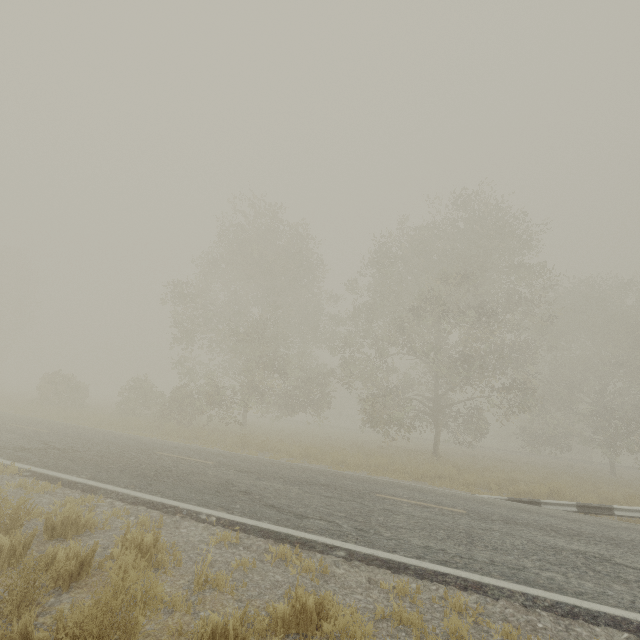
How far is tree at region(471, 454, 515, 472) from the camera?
18.9m

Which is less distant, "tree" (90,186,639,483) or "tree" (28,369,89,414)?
"tree" (90,186,639,483)

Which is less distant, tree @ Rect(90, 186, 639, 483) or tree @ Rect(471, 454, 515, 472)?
tree @ Rect(471, 454, 515, 472)

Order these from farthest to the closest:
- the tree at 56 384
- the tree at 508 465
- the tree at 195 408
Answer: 1. the tree at 56 384
2. the tree at 195 408
3. the tree at 508 465

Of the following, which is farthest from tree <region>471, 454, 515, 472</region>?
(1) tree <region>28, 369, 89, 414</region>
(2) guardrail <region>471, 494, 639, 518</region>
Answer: (1) tree <region>28, 369, 89, 414</region>

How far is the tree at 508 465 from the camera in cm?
1888

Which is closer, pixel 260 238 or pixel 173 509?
pixel 173 509

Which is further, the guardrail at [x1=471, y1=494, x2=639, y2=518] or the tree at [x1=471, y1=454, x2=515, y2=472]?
the tree at [x1=471, y1=454, x2=515, y2=472]
